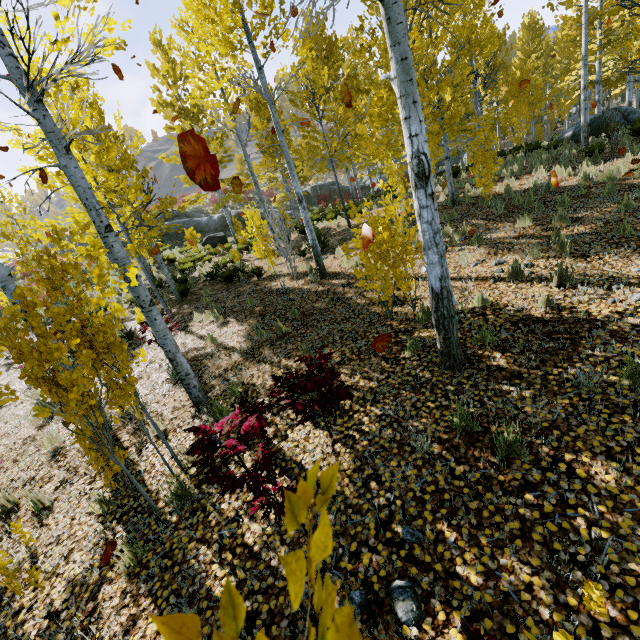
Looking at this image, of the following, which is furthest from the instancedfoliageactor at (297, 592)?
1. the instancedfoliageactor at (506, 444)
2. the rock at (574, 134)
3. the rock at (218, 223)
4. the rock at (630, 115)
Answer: the rock at (218, 223)

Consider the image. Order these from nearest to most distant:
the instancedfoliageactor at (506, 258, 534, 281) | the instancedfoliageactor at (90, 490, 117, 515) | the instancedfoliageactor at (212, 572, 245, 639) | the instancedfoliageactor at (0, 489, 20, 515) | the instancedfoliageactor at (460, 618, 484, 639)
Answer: the instancedfoliageactor at (212, 572, 245, 639), the instancedfoliageactor at (460, 618, 484, 639), the instancedfoliageactor at (90, 490, 117, 515), the instancedfoliageactor at (0, 489, 20, 515), the instancedfoliageactor at (506, 258, 534, 281)

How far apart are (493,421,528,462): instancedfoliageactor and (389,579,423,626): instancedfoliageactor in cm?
139

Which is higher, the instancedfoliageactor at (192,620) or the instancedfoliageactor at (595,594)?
the instancedfoliageactor at (192,620)

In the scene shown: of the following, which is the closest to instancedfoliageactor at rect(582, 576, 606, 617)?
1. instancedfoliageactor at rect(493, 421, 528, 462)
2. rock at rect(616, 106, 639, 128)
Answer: rock at rect(616, 106, 639, 128)

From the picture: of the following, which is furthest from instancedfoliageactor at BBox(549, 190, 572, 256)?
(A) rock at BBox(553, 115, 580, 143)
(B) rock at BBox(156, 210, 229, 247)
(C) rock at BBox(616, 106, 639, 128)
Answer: (B) rock at BBox(156, 210, 229, 247)

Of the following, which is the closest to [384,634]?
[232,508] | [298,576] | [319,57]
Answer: [232,508]
